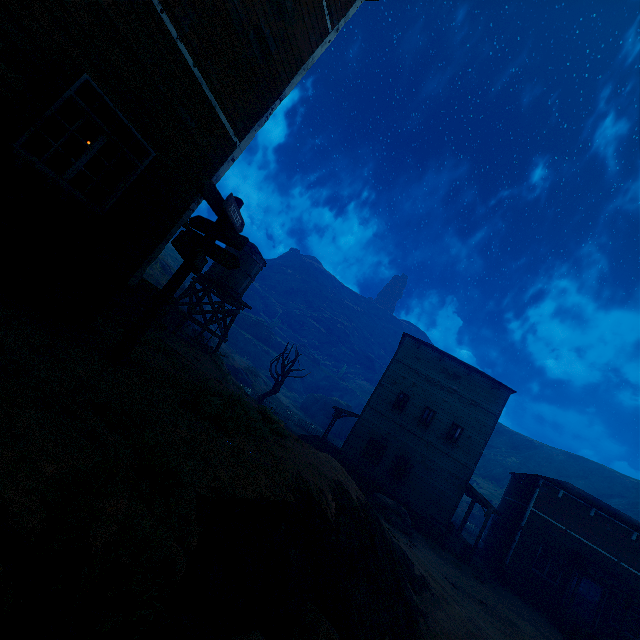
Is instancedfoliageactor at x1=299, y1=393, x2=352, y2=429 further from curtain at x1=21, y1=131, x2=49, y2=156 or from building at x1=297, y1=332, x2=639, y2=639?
curtain at x1=21, y1=131, x2=49, y2=156

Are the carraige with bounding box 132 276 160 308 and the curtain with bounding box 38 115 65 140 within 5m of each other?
no

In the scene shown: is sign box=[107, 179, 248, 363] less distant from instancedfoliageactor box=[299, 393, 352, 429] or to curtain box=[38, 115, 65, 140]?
curtain box=[38, 115, 65, 140]

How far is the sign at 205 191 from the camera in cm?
500

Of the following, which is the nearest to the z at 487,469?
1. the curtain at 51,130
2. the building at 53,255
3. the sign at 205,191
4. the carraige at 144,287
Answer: the building at 53,255

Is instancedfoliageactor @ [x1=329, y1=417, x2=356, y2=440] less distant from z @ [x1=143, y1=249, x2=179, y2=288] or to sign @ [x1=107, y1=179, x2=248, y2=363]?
z @ [x1=143, y1=249, x2=179, y2=288]

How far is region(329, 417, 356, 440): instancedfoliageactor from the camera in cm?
4875

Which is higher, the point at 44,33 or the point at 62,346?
the point at 44,33
